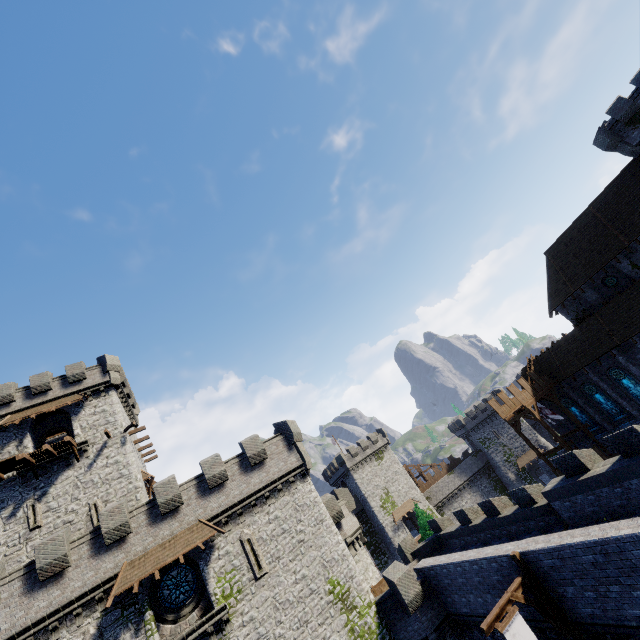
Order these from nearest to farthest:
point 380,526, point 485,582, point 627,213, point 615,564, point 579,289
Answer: point 615,564 → point 485,582 → point 627,213 → point 579,289 → point 380,526

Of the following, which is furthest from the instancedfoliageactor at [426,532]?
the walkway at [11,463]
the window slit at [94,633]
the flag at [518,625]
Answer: the walkway at [11,463]

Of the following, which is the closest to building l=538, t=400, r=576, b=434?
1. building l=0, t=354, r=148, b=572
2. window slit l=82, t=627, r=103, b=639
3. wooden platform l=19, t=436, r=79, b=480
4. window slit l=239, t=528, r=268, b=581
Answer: window slit l=239, t=528, r=268, b=581

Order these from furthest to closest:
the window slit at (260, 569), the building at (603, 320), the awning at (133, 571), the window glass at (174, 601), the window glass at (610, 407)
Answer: the window glass at (610, 407), the building at (603, 320), the window slit at (260, 569), the window glass at (174, 601), the awning at (133, 571)

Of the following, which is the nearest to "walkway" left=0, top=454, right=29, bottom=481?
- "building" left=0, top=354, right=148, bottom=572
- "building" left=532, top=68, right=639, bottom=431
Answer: "building" left=0, top=354, right=148, bottom=572

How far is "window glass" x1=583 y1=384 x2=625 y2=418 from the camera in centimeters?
3092cm

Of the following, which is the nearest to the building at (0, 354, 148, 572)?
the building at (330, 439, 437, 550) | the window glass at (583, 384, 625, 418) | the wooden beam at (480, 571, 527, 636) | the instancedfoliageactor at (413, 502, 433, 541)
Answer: the wooden beam at (480, 571, 527, 636)

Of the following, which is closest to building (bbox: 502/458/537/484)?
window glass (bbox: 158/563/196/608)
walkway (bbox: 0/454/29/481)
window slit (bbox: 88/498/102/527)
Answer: window glass (bbox: 158/563/196/608)
